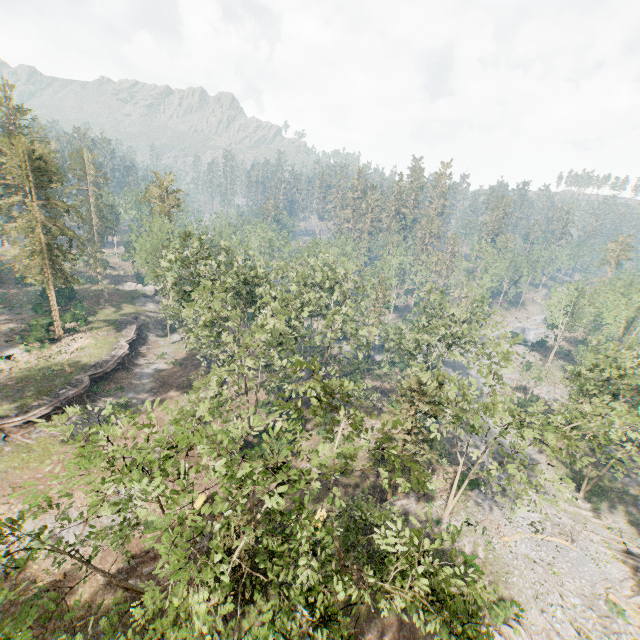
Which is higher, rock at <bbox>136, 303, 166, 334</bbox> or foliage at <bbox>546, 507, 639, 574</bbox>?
rock at <bbox>136, 303, 166, 334</bbox>

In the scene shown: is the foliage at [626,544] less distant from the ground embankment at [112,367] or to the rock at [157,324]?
the rock at [157,324]

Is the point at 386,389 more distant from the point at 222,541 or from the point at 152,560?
the point at 152,560

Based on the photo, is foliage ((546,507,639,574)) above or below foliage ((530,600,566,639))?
below

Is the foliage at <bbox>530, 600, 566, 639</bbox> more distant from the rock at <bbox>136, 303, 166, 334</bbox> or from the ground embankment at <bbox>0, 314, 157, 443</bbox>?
the ground embankment at <bbox>0, 314, 157, 443</bbox>

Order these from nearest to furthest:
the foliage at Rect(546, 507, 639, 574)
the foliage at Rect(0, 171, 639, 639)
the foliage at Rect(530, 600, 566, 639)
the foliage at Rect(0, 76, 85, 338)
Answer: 1. the foliage at Rect(0, 171, 639, 639)
2. the foliage at Rect(530, 600, 566, 639)
3. the foliage at Rect(546, 507, 639, 574)
4. the foliage at Rect(0, 76, 85, 338)
